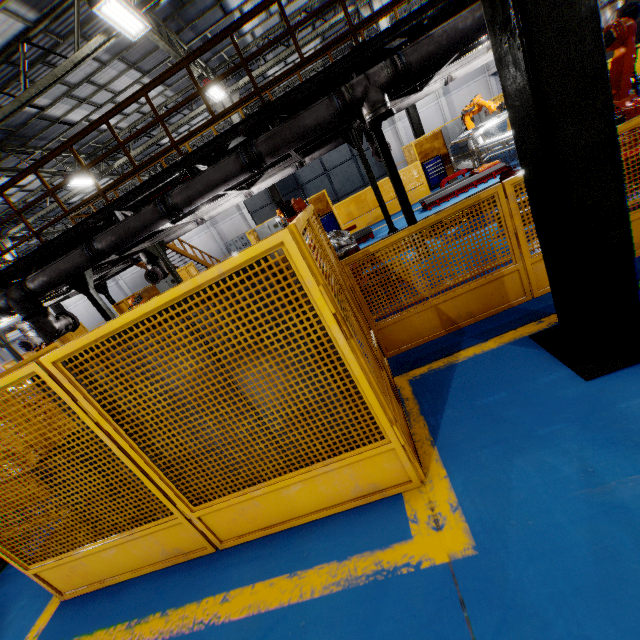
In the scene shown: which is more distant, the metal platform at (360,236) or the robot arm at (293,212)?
the metal platform at (360,236)

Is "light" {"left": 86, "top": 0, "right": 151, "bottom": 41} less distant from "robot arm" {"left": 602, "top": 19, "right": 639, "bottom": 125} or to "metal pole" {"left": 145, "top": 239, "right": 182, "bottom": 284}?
"metal pole" {"left": 145, "top": 239, "right": 182, "bottom": 284}

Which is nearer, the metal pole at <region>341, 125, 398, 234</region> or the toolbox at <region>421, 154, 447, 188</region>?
the metal pole at <region>341, 125, 398, 234</region>

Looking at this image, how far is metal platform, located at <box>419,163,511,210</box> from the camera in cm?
1070

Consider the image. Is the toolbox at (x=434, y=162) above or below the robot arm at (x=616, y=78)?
below

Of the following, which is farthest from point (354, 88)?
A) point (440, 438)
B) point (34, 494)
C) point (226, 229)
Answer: point (226, 229)

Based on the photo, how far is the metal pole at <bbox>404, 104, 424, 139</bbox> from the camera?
14.99m

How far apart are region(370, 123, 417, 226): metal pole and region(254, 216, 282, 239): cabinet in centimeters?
884cm
